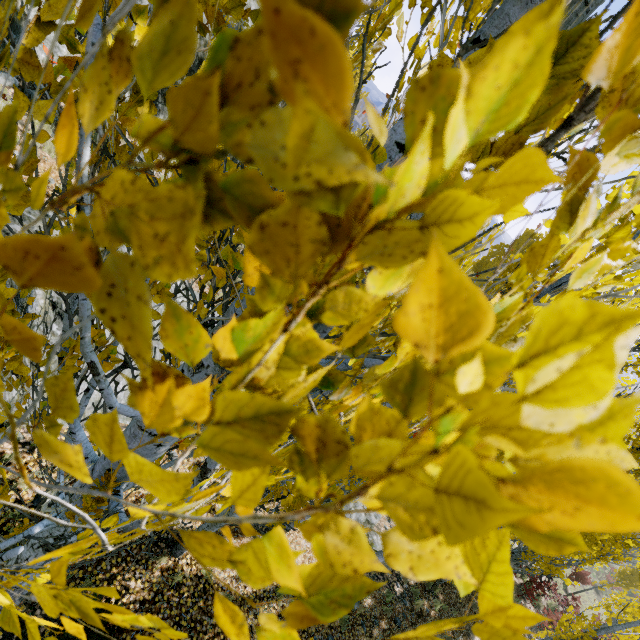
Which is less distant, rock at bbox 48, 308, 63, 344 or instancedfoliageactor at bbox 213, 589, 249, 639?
instancedfoliageactor at bbox 213, 589, 249, 639

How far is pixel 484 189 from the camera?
0.22m

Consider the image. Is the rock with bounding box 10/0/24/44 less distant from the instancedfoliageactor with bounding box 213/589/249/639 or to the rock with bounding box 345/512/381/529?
the instancedfoliageactor with bounding box 213/589/249/639

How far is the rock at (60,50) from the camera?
9.42m

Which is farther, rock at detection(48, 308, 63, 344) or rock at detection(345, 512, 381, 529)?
rock at detection(345, 512, 381, 529)

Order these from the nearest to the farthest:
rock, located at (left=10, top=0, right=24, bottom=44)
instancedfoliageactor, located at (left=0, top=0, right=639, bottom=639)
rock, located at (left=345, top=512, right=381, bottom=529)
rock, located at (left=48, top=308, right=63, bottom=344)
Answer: instancedfoliageactor, located at (left=0, top=0, right=639, bottom=639), rock, located at (left=48, top=308, right=63, bottom=344), rock, located at (left=10, top=0, right=24, bottom=44), rock, located at (left=345, top=512, right=381, bottom=529)

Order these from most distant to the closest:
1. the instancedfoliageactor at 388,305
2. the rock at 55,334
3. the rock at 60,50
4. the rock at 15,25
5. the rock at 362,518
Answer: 1. the rock at 362,518
2. the rock at 60,50
3. the rock at 15,25
4. the rock at 55,334
5. the instancedfoliageactor at 388,305
